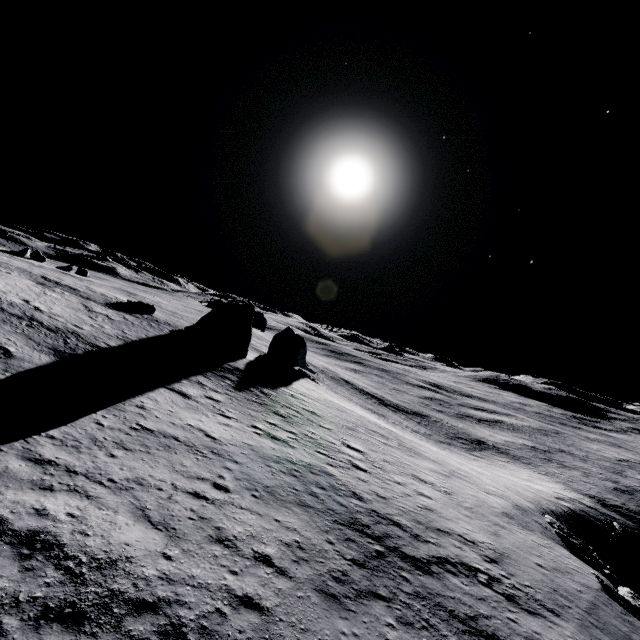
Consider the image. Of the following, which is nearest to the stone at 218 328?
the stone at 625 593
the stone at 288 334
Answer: the stone at 288 334

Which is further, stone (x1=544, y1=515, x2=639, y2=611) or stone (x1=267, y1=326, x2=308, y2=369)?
stone (x1=267, y1=326, x2=308, y2=369)

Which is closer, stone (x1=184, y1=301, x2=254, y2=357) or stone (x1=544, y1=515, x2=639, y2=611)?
stone (x1=544, y1=515, x2=639, y2=611)

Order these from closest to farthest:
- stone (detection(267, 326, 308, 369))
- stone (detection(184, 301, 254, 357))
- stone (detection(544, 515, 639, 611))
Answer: stone (detection(544, 515, 639, 611))
stone (detection(184, 301, 254, 357))
stone (detection(267, 326, 308, 369))

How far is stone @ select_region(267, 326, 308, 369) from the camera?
47.8 meters

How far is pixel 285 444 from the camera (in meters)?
17.61

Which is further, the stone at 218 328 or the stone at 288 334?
the stone at 288 334

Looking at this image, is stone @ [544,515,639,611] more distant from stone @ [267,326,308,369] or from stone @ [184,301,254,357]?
stone @ [267,326,308,369]
